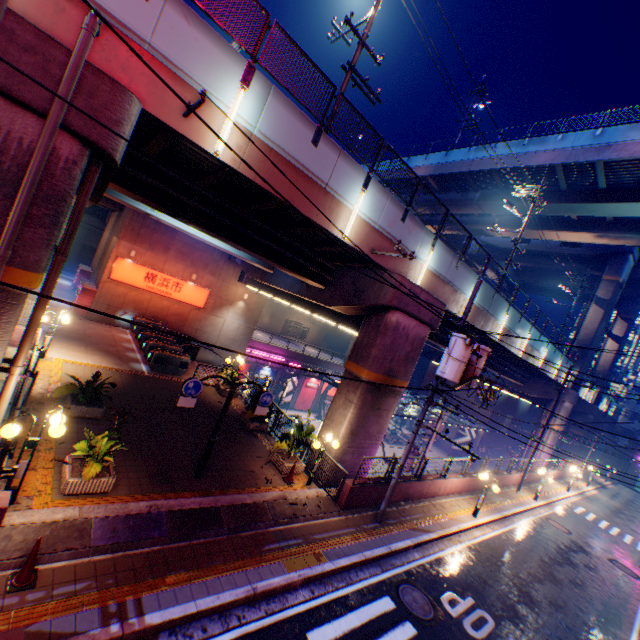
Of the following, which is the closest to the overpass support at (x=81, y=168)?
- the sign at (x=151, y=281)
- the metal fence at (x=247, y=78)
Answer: the metal fence at (x=247, y=78)

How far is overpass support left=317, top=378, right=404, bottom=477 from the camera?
13.7 meters

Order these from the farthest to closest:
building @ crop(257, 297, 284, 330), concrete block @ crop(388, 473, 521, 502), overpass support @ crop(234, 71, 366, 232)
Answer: building @ crop(257, 297, 284, 330)
concrete block @ crop(388, 473, 521, 502)
overpass support @ crop(234, 71, 366, 232)

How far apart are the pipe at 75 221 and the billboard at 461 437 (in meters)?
52.09

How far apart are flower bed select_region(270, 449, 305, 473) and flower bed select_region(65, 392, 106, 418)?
6.3 meters

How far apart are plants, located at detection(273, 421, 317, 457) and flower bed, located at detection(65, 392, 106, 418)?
6.1 meters

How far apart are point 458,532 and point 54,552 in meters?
14.8 m

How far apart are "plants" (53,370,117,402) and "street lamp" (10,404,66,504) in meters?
3.4 m
